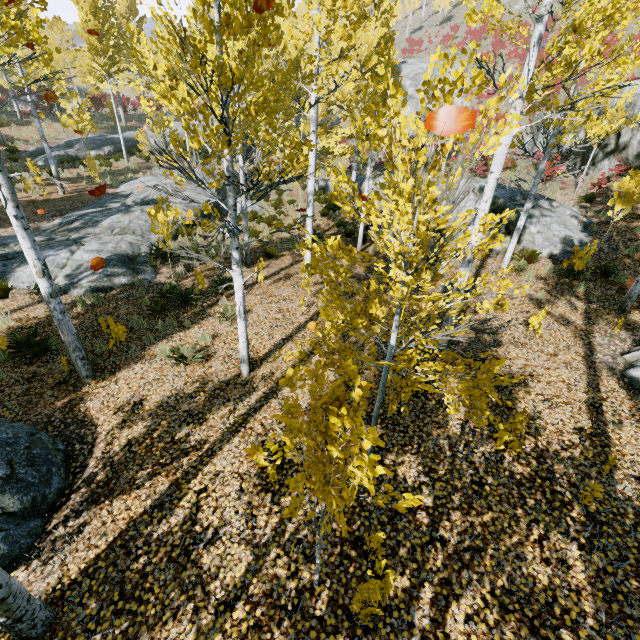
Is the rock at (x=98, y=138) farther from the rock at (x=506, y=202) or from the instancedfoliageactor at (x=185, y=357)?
the rock at (x=506, y=202)

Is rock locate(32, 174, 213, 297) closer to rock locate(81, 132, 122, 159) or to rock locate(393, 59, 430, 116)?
rock locate(81, 132, 122, 159)

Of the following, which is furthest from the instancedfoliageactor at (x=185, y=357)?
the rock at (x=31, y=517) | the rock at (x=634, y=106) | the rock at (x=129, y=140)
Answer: the rock at (x=634, y=106)

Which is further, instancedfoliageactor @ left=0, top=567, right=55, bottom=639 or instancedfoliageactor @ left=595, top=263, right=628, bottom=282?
instancedfoliageactor @ left=595, top=263, right=628, bottom=282

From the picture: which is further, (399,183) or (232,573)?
(399,183)

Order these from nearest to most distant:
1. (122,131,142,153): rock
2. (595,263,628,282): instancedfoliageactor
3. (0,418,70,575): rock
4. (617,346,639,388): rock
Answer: (0,418,70,575): rock → (617,346,639,388): rock → (595,263,628,282): instancedfoliageactor → (122,131,142,153): rock

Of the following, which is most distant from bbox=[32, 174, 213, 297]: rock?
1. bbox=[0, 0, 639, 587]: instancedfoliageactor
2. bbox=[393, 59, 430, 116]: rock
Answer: bbox=[393, 59, 430, 116]: rock

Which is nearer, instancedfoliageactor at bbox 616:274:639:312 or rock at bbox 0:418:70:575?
rock at bbox 0:418:70:575
